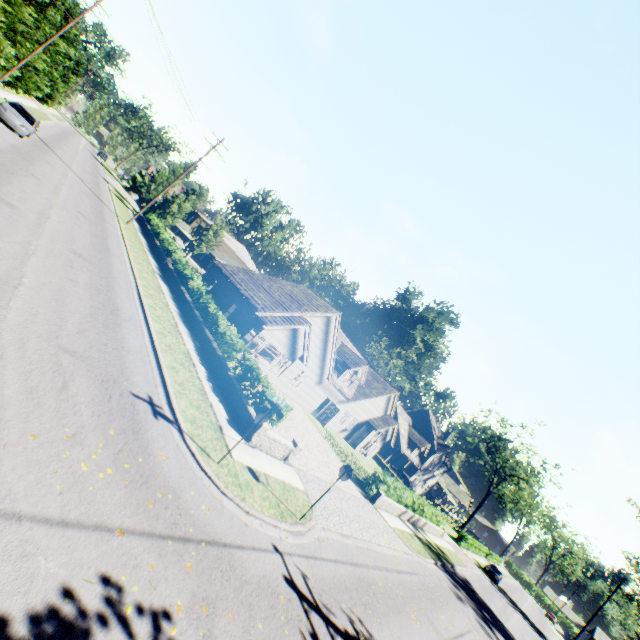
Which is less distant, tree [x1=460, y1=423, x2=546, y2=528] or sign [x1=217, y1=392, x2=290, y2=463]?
sign [x1=217, y1=392, x2=290, y2=463]

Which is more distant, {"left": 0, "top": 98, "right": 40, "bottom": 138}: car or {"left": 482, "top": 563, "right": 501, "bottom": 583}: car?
{"left": 482, "top": 563, "right": 501, "bottom": 583}: car

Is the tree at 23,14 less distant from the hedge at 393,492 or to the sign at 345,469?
the sign at 345,469

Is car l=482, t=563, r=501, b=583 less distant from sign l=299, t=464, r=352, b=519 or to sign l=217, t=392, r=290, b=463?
sign l=299, t=464, r=352, b=519

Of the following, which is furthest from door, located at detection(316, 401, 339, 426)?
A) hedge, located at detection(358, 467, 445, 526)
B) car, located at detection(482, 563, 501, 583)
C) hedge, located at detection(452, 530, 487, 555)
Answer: car, located at detection(482, 563, 501, 583)

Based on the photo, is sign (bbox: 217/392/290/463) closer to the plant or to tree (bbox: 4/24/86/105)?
tree (bbox: 4/24/86/105)

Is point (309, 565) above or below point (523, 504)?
below

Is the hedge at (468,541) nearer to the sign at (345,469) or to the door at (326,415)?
the door at (326,415)
